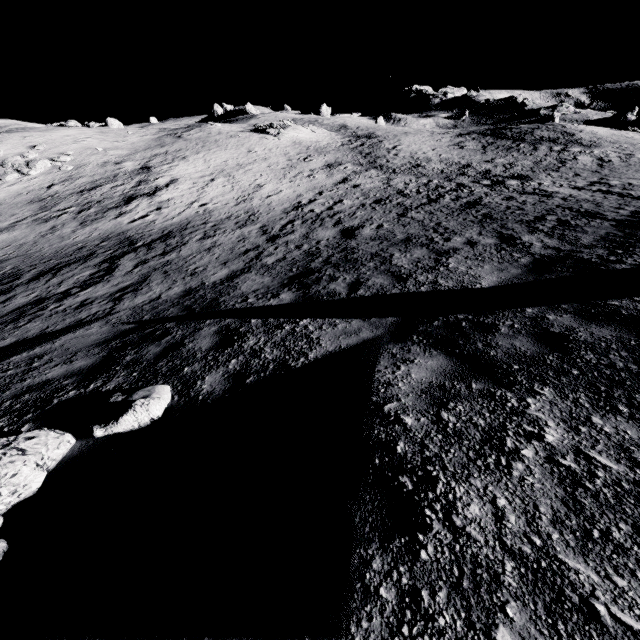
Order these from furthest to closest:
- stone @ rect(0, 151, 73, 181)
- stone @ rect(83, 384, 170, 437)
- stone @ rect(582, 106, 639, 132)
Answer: stone @ rect(582, 106, 639, 132), stone @ rect(0, 151, 73, 181), stone @ rect(83, 384, 170, 437)

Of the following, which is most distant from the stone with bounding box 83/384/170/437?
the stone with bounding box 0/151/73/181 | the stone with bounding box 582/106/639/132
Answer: the stone with bounding box 582/106/639/132

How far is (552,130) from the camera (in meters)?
31.91

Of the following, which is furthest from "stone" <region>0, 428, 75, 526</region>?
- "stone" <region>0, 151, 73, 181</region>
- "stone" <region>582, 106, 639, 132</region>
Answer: "stone" <region>582, 106, 639, 132</region>

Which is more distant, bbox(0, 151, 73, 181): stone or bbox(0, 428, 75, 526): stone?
bbox(0, 151, 73, 181): stone

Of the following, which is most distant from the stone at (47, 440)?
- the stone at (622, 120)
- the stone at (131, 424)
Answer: the stone at (622, 120)

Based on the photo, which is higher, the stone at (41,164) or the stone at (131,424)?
the stone at (41,164)

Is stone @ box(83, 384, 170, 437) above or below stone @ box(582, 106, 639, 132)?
below
